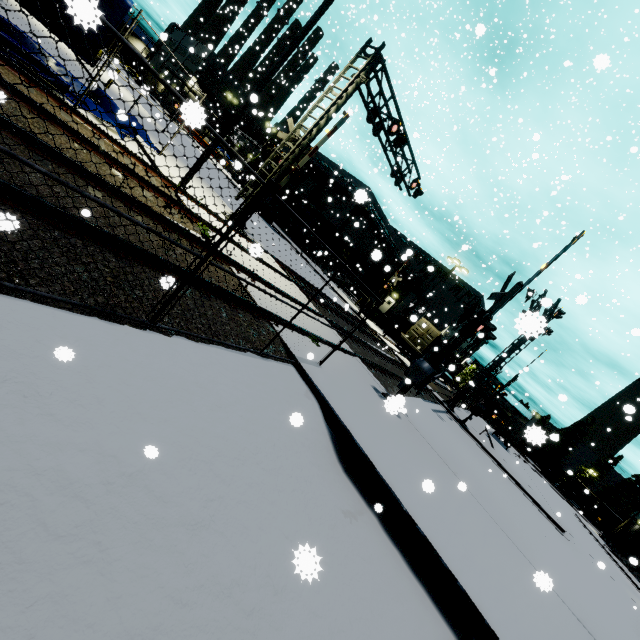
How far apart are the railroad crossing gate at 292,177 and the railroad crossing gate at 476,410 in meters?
13.6 m

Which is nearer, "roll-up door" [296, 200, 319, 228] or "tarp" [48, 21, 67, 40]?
"tarp" [48, 21, 67, 40]

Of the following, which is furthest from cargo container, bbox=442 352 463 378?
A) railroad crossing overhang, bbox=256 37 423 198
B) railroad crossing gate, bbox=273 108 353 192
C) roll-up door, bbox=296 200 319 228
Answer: railroad crossing overhang, bbox=256 37 423 198

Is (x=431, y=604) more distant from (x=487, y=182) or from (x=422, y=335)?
(x=487, y=182)

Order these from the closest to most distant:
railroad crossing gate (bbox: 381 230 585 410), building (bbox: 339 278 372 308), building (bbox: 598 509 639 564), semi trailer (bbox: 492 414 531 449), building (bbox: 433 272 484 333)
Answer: railroad crossing gate (bbox: 381 230 585 410)
semi trailer (bbox: 492 414 531 449)
building (bbox: 339 278 372 308)
building (bbox: 598 509 639 564)
building (bbox: 433 272 484 333)

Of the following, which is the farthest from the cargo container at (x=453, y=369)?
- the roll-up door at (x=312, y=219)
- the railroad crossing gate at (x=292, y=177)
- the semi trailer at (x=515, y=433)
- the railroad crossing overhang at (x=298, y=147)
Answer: the railroad crossing overhang at (x=298, y=147)

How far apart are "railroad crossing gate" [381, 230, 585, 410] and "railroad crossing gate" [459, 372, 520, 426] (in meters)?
13.63

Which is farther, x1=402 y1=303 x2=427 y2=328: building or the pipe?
the pipe
